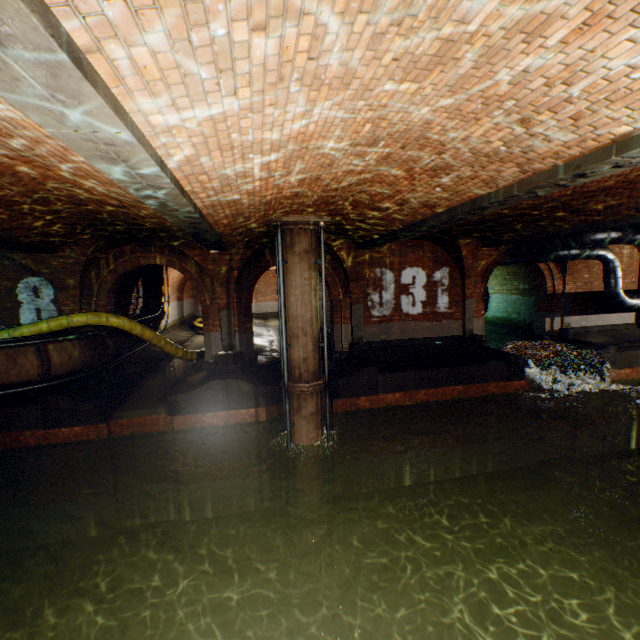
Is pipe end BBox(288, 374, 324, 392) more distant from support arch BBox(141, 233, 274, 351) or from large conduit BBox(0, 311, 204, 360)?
large conduit BBox(0, 311, 204, 360)

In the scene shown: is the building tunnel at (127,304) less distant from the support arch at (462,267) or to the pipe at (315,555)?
the support arch at (462,267)

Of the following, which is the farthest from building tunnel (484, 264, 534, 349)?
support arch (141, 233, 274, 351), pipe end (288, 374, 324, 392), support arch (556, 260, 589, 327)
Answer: pipe end (288, 374, 324, 392)

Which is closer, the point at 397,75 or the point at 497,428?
the point at 397,75

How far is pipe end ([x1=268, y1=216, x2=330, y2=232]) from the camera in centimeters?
770cm

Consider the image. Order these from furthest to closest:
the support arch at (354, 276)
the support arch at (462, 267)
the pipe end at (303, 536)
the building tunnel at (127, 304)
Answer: the building tunnel at (127, 304), the support arch at (462, 267), the support arch at (354, 276), the pipe end at (303, 536)

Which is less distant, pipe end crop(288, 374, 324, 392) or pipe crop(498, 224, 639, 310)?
pipe end crop(288, 374, 324, 392)

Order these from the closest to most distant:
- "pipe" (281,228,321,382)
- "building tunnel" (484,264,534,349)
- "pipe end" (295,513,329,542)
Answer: "pipe" (281,228,321,382) → "pipe end" (295,513,329,542) → "building tunnel" (484,264,534,349)
